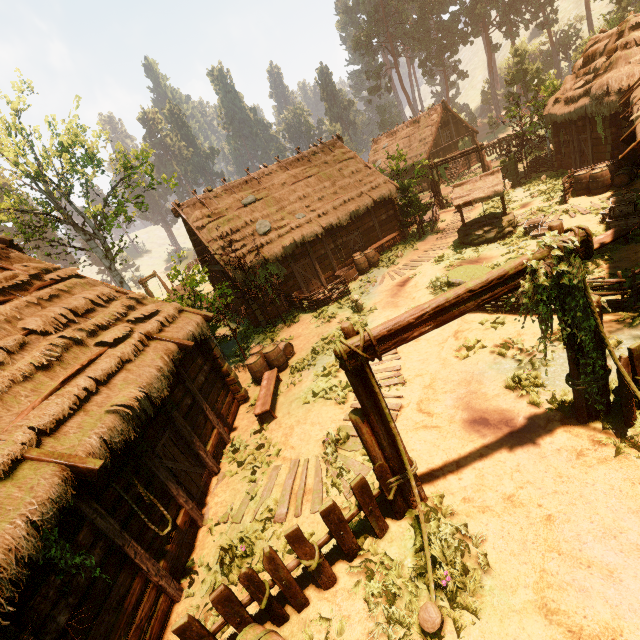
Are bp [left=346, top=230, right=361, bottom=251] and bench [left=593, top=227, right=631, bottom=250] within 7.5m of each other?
no

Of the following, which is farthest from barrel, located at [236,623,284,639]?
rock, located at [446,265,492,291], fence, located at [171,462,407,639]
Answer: rock, located at [446,265,492,291]

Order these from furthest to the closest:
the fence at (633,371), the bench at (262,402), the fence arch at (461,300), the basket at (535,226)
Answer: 1. the basket at (535,226)
2. the bench at (262,402)
3. the fence at (633,371)
4. the fence arch at (461,300)

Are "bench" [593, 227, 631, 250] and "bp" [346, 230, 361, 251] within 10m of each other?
no

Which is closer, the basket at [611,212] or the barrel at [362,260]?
the basket at [611,212]

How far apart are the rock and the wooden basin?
7.1 meters

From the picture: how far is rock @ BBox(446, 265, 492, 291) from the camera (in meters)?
11.04

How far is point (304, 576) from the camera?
5.54m
